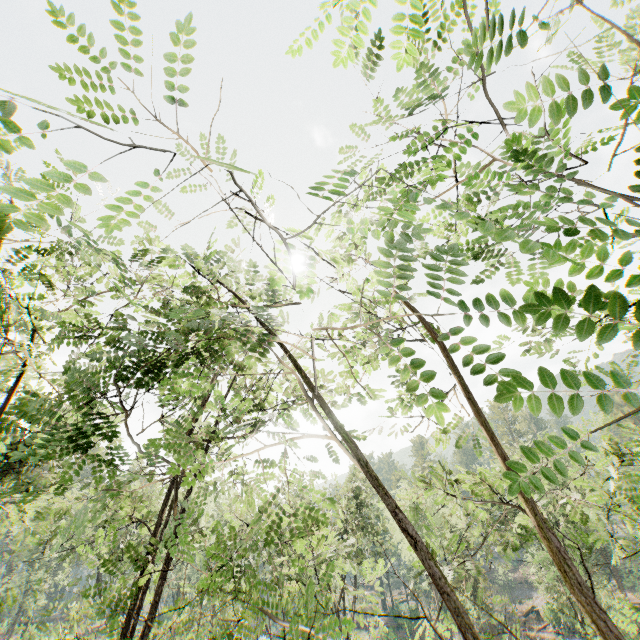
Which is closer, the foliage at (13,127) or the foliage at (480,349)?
the foliage at (13,127)

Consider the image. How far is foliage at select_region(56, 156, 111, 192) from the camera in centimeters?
129cm

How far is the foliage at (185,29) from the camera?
2.8m

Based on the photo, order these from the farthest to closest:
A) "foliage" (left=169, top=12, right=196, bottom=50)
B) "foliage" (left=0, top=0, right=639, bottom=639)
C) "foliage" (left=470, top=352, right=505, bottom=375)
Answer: "foliage" (left=169, top=12, right=196, bottom=50) < "foliage" (left=470, top=352, right=505, bottom=375) < "foliage" (left=0, top=0, right=639, bottom=639)

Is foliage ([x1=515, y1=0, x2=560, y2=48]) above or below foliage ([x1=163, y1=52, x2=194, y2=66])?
below

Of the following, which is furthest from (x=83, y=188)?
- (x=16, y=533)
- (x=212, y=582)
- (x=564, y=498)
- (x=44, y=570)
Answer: (x=16, y=533)
